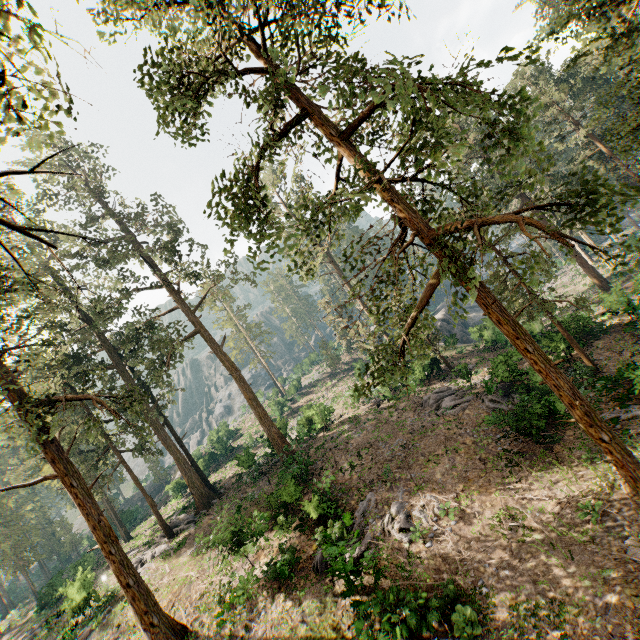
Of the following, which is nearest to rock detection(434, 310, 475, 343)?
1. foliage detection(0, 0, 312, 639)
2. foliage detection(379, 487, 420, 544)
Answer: foliage detection(0, 0, 312, 639)

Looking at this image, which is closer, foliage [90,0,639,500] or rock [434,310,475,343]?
foliage [90,0,639,500]

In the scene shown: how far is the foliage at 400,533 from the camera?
15.1m

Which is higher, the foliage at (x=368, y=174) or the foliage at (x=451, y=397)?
the foliage at (x=368, y=174)

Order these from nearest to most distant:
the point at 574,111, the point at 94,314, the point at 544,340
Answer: the point at 544,340 < the point at 574,111 < the point at 94,314

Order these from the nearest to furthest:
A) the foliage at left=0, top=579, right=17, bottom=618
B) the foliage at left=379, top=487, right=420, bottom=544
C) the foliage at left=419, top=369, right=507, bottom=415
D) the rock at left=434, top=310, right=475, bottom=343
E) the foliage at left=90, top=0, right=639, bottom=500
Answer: the foliage at left=90, top=0, right=639, bottom=500, the foliage at left=379, top=487, right=420, bottom=544, the foliage at left=419, top=369, right=507, bottom=415, the rock at left=434, top=310, right=475, bottom=343, the foliage at left=0, top=579, right=17, bottom=618

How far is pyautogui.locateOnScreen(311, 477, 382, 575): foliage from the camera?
13.3 meters
